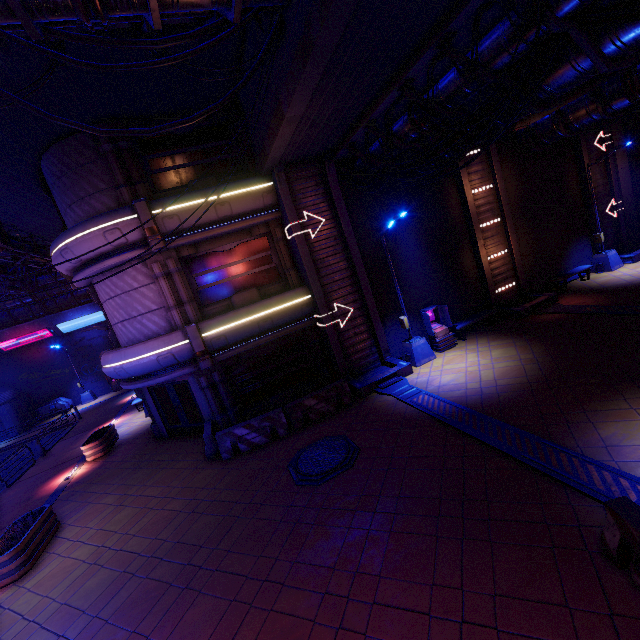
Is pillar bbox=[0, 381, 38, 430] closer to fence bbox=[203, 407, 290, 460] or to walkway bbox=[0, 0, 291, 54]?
walkway bbox=[0, 0, 291, 54]

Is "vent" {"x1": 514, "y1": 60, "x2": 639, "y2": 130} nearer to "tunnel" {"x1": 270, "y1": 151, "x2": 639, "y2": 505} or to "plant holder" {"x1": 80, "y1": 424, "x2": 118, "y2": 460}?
"tunnel" {"x1": 270, "y1": 151, "x2": 639, "y2": 505}

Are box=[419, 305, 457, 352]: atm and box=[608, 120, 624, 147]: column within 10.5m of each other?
no

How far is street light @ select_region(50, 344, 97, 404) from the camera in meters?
29.4

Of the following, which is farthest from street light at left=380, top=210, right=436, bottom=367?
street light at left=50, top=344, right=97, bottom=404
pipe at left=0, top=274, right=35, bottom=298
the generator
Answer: the generator

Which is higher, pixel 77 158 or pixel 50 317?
pixel 77 158

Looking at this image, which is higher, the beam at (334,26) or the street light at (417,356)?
the beam at (334,26)

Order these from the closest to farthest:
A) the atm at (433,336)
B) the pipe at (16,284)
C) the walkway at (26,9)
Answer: the walkway at (26,9), the atm at (433,336), the pipe at (16,284)
